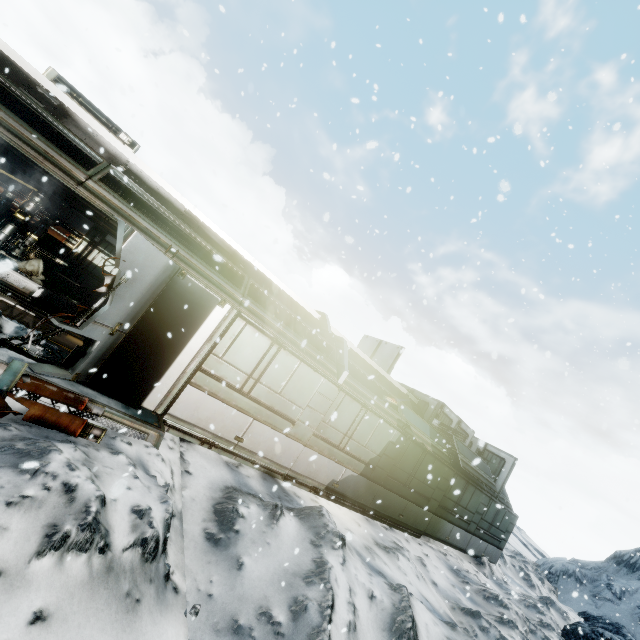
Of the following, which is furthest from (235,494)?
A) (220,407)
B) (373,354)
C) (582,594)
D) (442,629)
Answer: (582,594)

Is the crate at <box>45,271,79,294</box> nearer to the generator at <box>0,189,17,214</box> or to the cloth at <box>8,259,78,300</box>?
the cloth at <box>8,259,78,300</box>

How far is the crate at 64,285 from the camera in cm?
1105

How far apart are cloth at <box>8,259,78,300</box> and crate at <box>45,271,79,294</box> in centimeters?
1cm

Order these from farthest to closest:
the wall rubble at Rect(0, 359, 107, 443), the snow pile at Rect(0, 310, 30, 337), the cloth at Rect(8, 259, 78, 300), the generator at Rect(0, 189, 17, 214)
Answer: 1. the cloth at Rect(8, 259, 78, 300)
2. the generator at Rect(0, 189, 17, 214)
3. the snow pile at Rect(0, 310, 30, 337)
4. the wall rubble at Rect(0, 359, 107, 443)

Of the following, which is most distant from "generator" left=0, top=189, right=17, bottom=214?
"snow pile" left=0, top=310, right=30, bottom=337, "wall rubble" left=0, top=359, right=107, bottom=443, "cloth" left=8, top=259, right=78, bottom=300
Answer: "wall rubble" left=0, top=359, right=107, bottom=443

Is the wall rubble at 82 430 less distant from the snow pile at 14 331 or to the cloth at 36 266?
the snow pile at 14 331

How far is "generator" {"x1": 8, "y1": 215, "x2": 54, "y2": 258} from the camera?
10.1 meters
